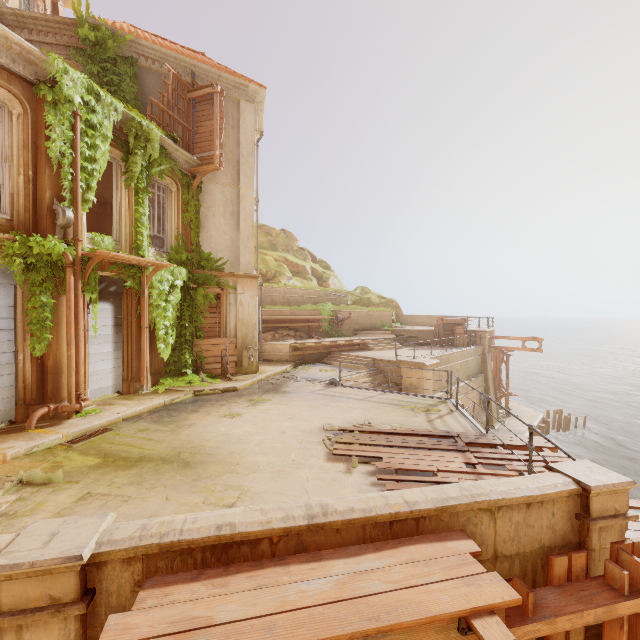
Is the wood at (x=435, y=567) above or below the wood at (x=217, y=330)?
below

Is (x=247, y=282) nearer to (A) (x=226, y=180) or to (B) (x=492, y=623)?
(A) (x=226, y=180)

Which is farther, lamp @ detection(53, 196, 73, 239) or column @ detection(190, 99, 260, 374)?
column @ detection(190, 99, 260, 374)

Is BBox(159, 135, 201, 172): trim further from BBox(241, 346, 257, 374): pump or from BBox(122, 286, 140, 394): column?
BBox(241, 346, 257, 374): pump

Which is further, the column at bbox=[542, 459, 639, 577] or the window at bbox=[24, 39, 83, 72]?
the window at bbox=[24, 39, 83, 72]

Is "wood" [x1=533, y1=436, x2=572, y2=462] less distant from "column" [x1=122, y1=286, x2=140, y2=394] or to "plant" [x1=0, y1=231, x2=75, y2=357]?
"plant" [x1=0, y1=231, x2=75, y2=357]

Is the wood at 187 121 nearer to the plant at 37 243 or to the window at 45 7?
the plant at 37 243

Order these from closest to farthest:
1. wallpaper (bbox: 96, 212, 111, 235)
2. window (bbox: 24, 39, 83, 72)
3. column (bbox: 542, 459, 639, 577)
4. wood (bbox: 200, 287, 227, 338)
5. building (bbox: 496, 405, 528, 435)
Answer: column (bbox: 542, 459, 639, 577) → window (bbox: 24, 39, 83, 72) → wood (bbox: 200, 287, 227, 338) → wallpaper (bbox: 96, 212, 111, 235) → building (bbox: 496, 405, 528, 435)
